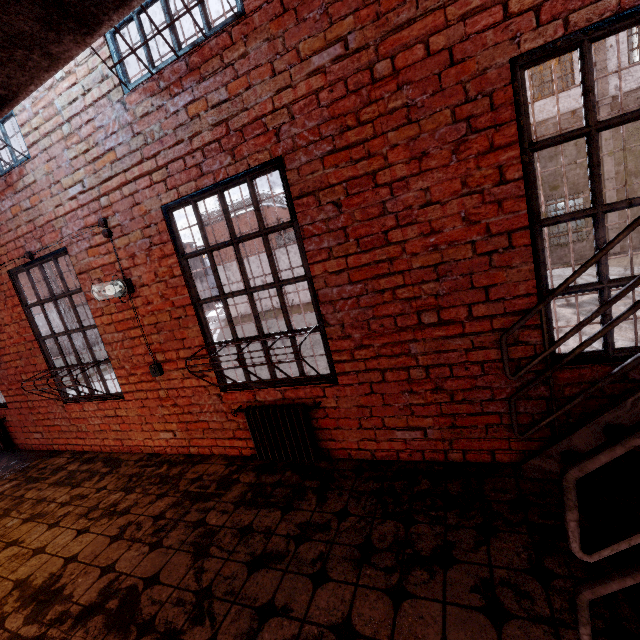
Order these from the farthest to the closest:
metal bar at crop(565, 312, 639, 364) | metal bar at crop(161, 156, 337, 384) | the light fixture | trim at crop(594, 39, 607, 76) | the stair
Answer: trim at crop(594, 39, 607, 76)
the light fixture
metal bar at crop(161, 156, 337, 384)
metal bar at crop(565, 312, 639, 364)
the stair

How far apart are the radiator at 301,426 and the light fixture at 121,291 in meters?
1.7 m

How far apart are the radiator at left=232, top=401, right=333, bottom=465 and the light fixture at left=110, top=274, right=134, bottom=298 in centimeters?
172cm

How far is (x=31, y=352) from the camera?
4.7 meters

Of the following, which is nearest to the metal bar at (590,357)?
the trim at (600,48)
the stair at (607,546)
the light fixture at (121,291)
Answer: the stair at (607,546)

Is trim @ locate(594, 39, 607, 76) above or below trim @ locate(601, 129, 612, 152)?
above

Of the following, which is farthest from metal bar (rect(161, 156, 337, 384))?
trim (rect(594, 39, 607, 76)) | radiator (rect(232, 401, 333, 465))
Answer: trim (rect(594, 39, 607, 76))

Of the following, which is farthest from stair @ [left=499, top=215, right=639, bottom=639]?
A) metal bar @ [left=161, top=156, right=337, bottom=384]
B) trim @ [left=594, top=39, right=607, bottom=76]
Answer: trim @ [left=594, top=39, right=607, bottom=76]
